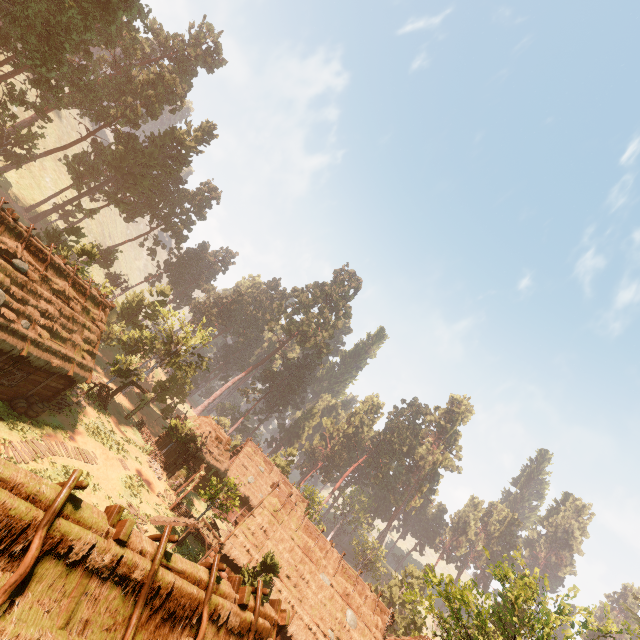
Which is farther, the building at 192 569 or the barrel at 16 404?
the barrel at 16 404

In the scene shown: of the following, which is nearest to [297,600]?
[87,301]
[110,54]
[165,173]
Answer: [87,301]

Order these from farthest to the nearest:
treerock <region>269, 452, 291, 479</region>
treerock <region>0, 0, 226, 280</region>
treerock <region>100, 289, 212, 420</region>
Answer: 1. treerock <region>269, 452, 291, 479</region>
2. treerock <region>100, 289, 212, 420</region>
3. treerock <region>0, 0, 226, 280</region>

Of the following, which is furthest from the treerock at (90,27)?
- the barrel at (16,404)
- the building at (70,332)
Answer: the barrel at (16,404)

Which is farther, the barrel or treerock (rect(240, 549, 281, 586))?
the barrel

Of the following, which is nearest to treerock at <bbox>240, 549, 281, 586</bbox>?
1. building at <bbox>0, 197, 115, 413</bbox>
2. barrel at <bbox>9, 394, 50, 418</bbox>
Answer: building at <bbox>0, 197, 115, 413</bbox>

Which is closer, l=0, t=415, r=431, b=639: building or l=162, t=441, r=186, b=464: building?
l=0, t=415, r=431, b=639: building
